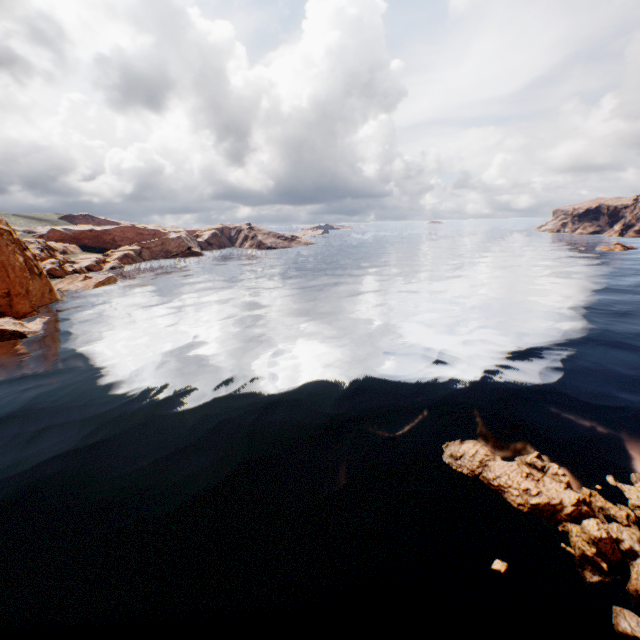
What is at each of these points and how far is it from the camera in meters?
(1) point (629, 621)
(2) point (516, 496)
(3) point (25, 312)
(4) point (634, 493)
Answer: (1) rock, 9.5
(2) rock, 13.9
(3) rock, 45.8
(4) rock, 14.0

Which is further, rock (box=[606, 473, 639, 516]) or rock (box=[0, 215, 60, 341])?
rock (box=[0, 215, 60, 341])

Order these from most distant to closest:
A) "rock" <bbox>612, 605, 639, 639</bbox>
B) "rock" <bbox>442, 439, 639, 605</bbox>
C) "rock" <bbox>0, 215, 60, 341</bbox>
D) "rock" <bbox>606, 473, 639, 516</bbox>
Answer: "rock" <bbox>0, 215, 60, 341</bbox>, "rock" <bbox>606, 473, 639, 516</bbox>, "rock" <bbox>442, 439, 639, 605</bbox>, "rock" <bbox>612, 605, 639, 639</bbox>

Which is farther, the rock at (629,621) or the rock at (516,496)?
the rock at (516,496)

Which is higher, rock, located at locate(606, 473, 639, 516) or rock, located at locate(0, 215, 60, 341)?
rock, located at locate(0, 215, 60, 341)
